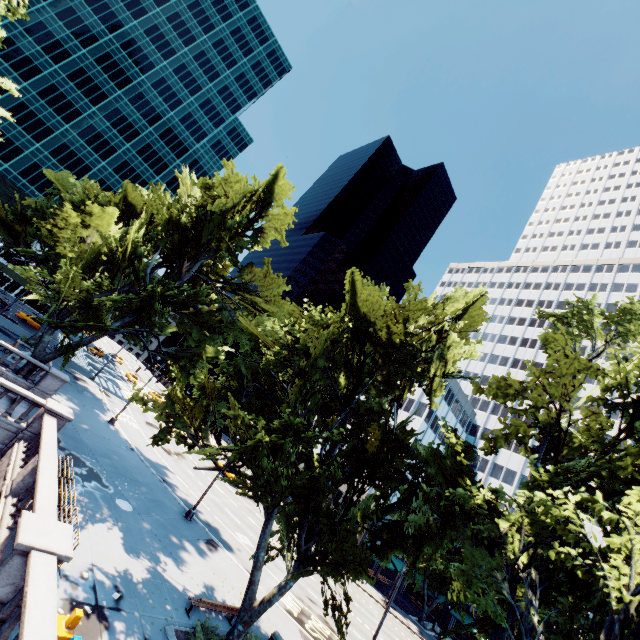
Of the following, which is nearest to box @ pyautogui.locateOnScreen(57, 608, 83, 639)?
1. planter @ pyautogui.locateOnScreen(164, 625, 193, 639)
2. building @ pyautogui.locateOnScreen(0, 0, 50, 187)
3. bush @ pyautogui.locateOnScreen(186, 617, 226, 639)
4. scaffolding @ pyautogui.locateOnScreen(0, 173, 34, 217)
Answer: planter @ pyautogui.locateOnScreen(164, 625, 193, 639)

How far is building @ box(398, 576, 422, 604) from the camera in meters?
49.6 m

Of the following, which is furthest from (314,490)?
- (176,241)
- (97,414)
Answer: (97,414)

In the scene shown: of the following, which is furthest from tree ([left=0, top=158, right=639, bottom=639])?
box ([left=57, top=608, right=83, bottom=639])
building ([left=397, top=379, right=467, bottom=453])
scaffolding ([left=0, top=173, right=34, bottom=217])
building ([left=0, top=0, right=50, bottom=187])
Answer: building ([left=0, top=0, right=50, bottom=187])

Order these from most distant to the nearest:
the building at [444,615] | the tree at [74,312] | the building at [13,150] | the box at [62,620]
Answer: the building at [13,150], the building at [444,615], the tree at [74,312], the box at [62,620]

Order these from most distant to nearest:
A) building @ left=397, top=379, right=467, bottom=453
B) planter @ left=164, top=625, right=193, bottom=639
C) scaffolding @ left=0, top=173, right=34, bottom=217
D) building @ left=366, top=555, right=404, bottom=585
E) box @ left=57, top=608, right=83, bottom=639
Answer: scaffolding @ left=0, top=173, right=34, bottom=217 < building @ left=397, top=379, right=467, bottom=453 < building @ left=366, top=555, right=404, bottom=585 < planter @ left=164, top=625, right=193, bottom=639 < box @ left=57, top=608, right=83, bottom=639

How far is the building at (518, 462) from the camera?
52.28m

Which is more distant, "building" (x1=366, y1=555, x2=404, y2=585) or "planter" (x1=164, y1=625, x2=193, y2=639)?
"building" (x1=366, y1=555, x2=404, y2=585)
